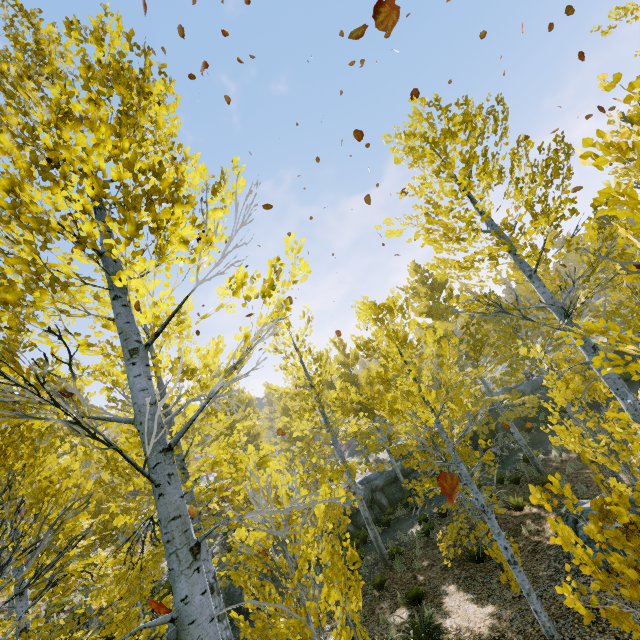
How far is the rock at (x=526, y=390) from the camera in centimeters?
2136cm

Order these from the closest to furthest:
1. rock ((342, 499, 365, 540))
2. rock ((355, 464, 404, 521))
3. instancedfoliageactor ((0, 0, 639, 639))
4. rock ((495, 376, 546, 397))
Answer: instancedfoliageactor ((0, 0, 639, 639))
rock ((342, 499, 365, 540))
rock ((355, 464, 404, 521))
rock ((495, 376, 546, 397))

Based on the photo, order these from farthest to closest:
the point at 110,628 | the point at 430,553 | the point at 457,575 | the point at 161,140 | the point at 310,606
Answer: the point at 430,553 → the point at 457,575 → the point at 110,628 → the point at 310,606 → the point at 161,140

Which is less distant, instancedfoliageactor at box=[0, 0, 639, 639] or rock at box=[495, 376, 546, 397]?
instancedfoliageactor at box=[0, 0, 639, 639]

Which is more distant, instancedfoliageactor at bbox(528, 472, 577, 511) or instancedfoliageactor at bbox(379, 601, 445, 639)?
instancedfoliageactor at bbox(379, 601, 445, 639)

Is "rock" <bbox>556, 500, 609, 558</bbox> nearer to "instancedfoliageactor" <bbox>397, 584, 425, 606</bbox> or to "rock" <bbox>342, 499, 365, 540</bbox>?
"instancedfoliageactor" <bbox>397, 584, 425, 606</bbox>
